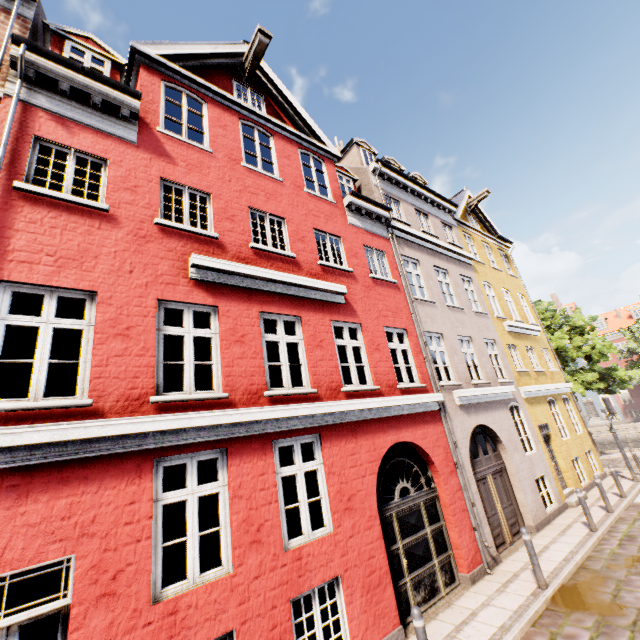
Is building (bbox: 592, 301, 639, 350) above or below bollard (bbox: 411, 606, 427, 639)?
above

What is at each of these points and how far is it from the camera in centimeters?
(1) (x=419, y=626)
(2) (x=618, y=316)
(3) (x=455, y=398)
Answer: (1) bollard, 470cm
(2) building, 4306cm
(3) building, 1005cm

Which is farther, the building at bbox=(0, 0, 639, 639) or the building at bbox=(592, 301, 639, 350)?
the building at bbox=(592, 301, 639, 350)

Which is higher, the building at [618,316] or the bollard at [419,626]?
the building at [618,316]

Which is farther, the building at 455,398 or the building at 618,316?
the building at 618,316

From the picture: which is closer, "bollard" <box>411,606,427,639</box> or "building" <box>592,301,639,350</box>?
"bollard" <box>411,606,427,639</box>
